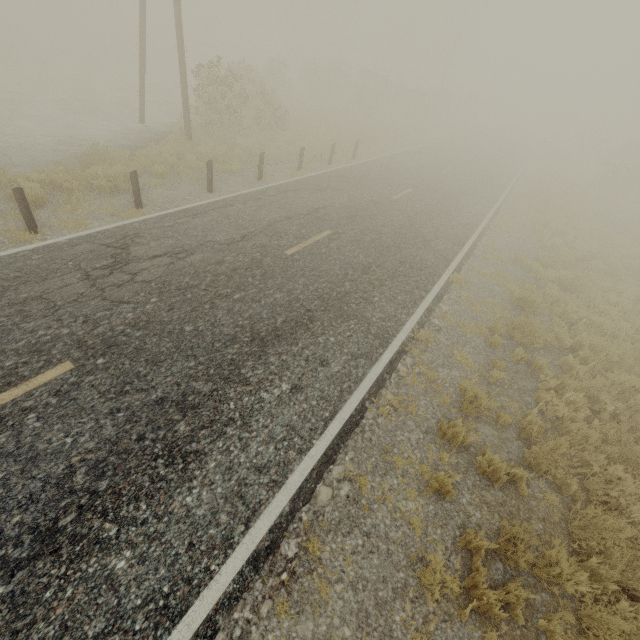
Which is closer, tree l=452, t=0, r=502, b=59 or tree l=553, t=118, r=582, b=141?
tree l=452, t=0, r=502, b=59

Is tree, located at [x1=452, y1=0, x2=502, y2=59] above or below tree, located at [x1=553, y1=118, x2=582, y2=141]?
above

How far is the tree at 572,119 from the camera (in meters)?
56.06

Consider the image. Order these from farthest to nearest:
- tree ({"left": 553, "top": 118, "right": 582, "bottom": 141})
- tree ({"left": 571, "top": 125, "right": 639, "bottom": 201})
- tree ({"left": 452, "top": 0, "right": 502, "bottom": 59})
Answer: tree ({"left": 553, "top": 118, "right": 582, "bottom": 141})
tree ({"left": 452, "top": 0, "right": 502, "bottom": 59})
tree ({"left": 571, "top": 125, "right": 639, "bottom": 201})

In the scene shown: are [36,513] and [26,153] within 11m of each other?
no

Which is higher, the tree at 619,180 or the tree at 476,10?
the tree at 476,10

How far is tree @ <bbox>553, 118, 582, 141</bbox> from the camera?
56.06m
